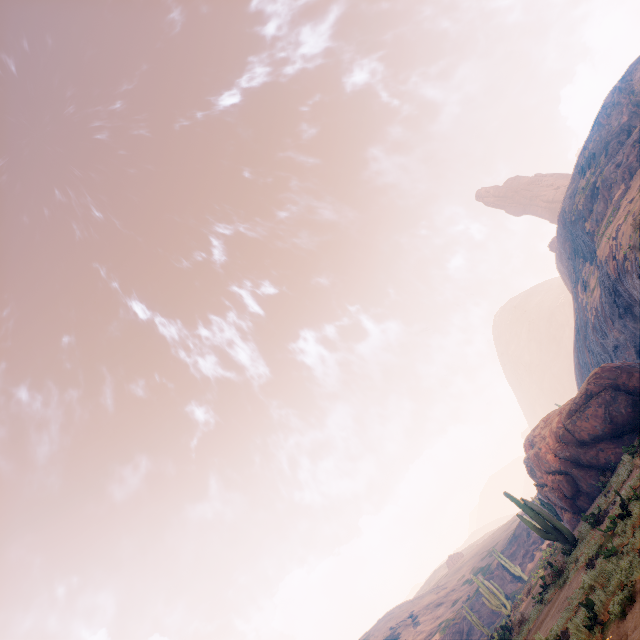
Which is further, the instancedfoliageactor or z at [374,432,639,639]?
the instancedfoliageactor

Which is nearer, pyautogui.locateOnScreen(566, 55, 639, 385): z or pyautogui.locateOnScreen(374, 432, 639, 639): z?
pyautogui.locateOnScreen(374, 432, 639, 639): z

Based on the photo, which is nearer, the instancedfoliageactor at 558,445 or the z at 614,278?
the instancedfoliageactor at 558,445

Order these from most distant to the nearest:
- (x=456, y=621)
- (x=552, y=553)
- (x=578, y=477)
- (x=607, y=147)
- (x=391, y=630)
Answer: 1. (x=391, y=630)
2. (x=607, y=147)
3. (x=456, y=621)
4. (x=552, y=553)
5. (x=578, y=477)

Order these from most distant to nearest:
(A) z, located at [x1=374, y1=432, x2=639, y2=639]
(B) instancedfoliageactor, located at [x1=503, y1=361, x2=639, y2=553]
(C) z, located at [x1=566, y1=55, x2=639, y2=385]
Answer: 1. (C) z, located at [x1=566, y1=55, x2=639, y2=385]
2. (B) instancedfoliageactor, located at [x1=503, y1=361, x2=639, y2=553]
3. (A) z, located at [x1=374, y1=432, x2=639, y2=639]

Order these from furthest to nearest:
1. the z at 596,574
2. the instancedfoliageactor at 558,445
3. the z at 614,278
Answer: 1. the z at 614,278
2. the instancedfoliageactor at 558,445
3. the z at 596,574

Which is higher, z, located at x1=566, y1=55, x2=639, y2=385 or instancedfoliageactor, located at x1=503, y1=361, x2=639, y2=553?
z, located at x1=566, y1=55, x2=639, y2=385
